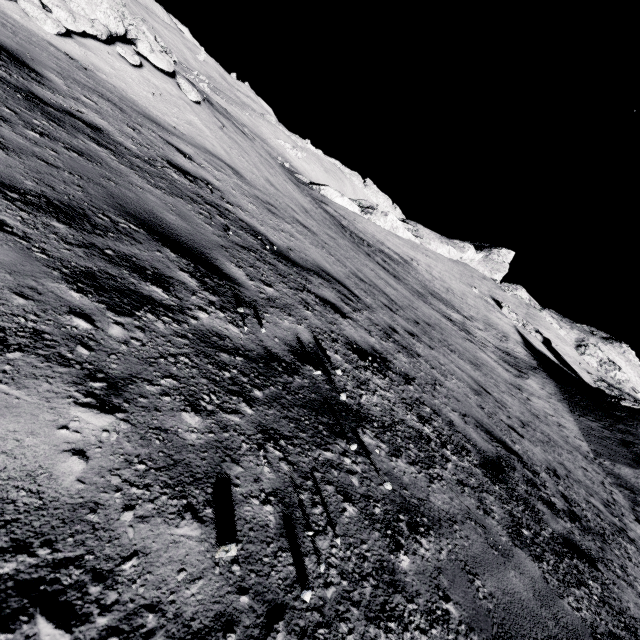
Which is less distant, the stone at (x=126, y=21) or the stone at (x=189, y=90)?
the stone at (x=126, y=21)

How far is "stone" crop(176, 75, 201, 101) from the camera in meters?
8.9 m

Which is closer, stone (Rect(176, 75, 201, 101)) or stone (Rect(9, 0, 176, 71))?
stone (Rect(9, 0, 176, 71))

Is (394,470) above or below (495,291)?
below

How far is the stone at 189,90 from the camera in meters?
8.9
